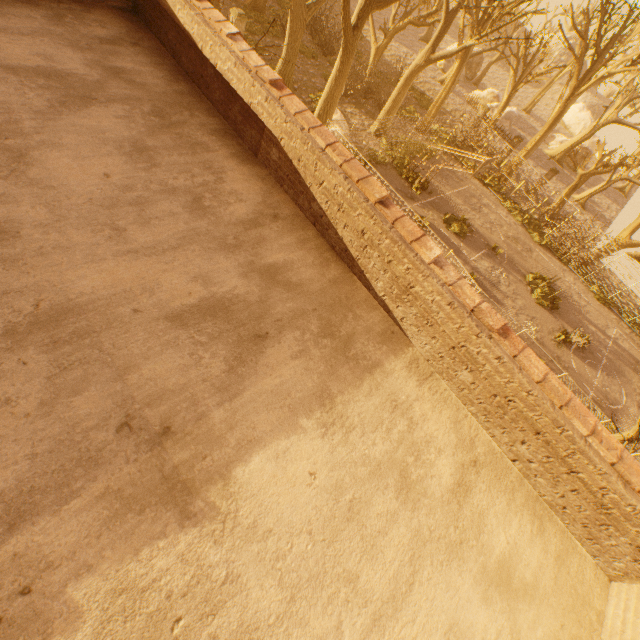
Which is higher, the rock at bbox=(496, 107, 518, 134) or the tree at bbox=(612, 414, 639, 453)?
the tree at bbox=(612, 414, 639, 453)

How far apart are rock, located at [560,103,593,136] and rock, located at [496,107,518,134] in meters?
22.6

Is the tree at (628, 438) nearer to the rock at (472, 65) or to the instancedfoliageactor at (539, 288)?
the rock at (472, 65)

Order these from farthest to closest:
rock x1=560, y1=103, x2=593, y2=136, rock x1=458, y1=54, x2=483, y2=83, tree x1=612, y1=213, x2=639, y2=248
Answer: rock x1=560, y1=103, x2=593, y2=136 < rock x1=458, y1=54, x2=483, y2=83 < tree x1=612, y1=213, x2=639, y2=248

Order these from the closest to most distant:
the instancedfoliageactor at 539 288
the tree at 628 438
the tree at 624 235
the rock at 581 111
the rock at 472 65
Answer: the tree at 628 438 → the instancedfoliageactor at 539 288 → the tree at 624 235 → the rock at 472 65 → the rock at 581 111

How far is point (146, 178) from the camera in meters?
3.9 m

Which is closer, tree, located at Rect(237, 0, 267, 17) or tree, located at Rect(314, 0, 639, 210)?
tree, located at Rect(314, 0, 639, 210)

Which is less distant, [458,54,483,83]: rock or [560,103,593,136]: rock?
[458,54,483,83]: rock
